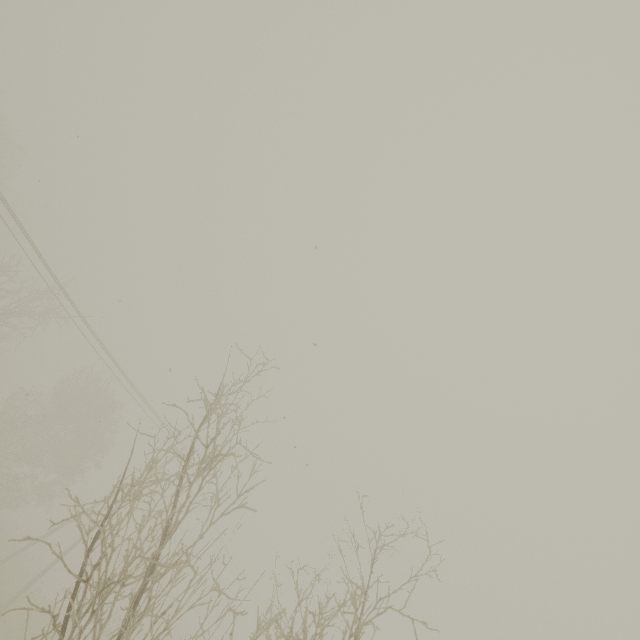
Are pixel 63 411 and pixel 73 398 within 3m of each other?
yes
